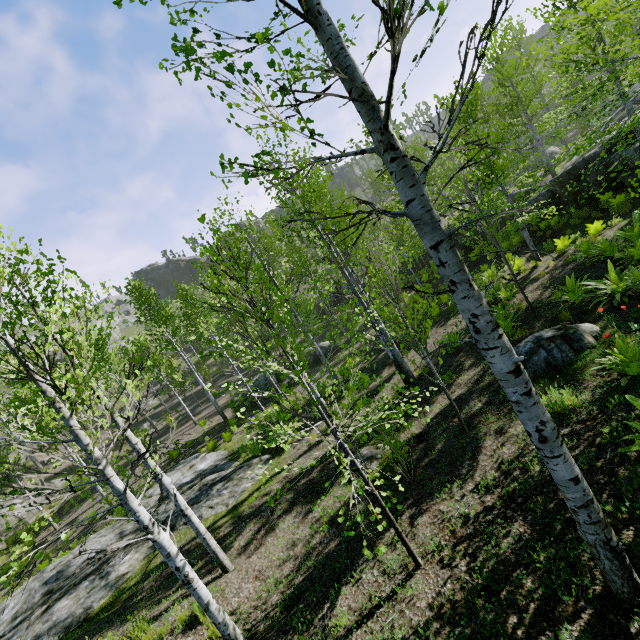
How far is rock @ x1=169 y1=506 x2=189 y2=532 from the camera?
10.05m

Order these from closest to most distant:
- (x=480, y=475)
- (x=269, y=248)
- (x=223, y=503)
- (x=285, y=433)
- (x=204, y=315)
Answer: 1. (x=480, y=475)
2. (x=223, y=503)
3. (x=285, y=433)
4. (x=204, y=315)
5. (x=269, y=248)

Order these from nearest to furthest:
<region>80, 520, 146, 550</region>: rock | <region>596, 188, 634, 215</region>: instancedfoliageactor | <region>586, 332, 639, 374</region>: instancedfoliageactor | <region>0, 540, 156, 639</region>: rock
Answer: <region>586, 332, 639, 374</region>: instancedfoliageactor
<region>0, 540, 156, 639</region>: rock
<region>80, 520, 146, 550</region>: rock
<region>596, 188, 634, 215</region>: instancedfoliageactor

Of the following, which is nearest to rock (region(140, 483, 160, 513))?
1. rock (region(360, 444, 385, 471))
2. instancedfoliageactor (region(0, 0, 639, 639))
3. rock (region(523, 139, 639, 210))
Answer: instancedfoliageactor (region(0, 0, 639, 639))

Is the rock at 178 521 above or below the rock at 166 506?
below

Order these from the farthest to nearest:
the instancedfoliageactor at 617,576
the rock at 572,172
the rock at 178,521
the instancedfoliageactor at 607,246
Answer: the rock at 572,172
the rock at 178,521
the instancedfoliageactor at 607,246
the instancedfoliageactor at 617,576

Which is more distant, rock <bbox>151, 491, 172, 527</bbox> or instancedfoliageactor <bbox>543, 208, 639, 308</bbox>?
rock <bbox>151, 491, 172, 527</bbox>
